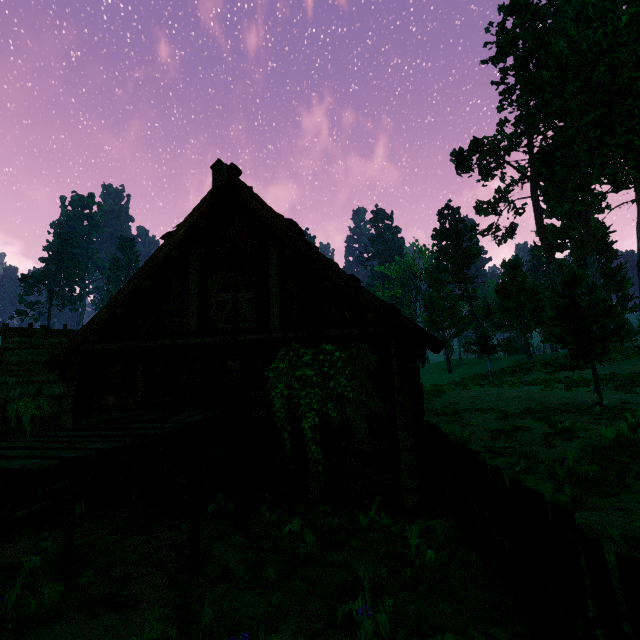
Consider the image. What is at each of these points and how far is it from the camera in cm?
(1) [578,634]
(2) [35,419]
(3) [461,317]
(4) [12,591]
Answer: (1) fence, 202
(2) building, 2020
(3) treerock, 4350
(4) wooden plank pile, 380

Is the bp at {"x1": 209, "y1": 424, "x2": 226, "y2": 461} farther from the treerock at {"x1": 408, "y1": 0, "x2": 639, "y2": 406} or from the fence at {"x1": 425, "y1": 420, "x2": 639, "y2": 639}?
the treerock at {"x1": 408, "y1": 0, "x2": 639, "y2": 406}

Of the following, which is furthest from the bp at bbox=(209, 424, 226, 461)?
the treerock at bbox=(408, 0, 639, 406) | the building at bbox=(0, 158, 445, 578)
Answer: the treerock at bbox=(408, 0, 639, 406)

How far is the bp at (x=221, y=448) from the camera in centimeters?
702cm

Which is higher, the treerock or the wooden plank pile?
the treerock

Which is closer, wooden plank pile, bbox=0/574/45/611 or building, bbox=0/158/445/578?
wooden plank pile, bbox=0/574/45/611

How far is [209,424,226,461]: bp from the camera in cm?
702

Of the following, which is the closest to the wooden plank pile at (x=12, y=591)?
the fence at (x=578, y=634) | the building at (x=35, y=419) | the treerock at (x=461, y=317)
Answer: the building at (x=35, y=419)
